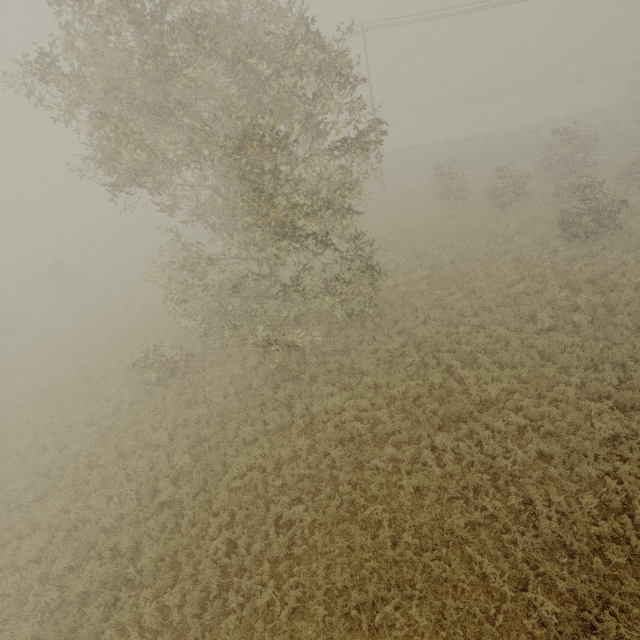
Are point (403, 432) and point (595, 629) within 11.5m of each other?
yes

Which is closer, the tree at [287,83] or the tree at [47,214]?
the tree at [287,83]

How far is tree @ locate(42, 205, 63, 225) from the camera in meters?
56.8 m

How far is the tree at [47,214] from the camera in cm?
5679

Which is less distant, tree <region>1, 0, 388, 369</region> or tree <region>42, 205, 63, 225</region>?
tree <region>1, 0, 388, 369</region>

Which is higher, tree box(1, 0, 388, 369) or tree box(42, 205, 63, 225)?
tree box(1, 0, 388, 369)
